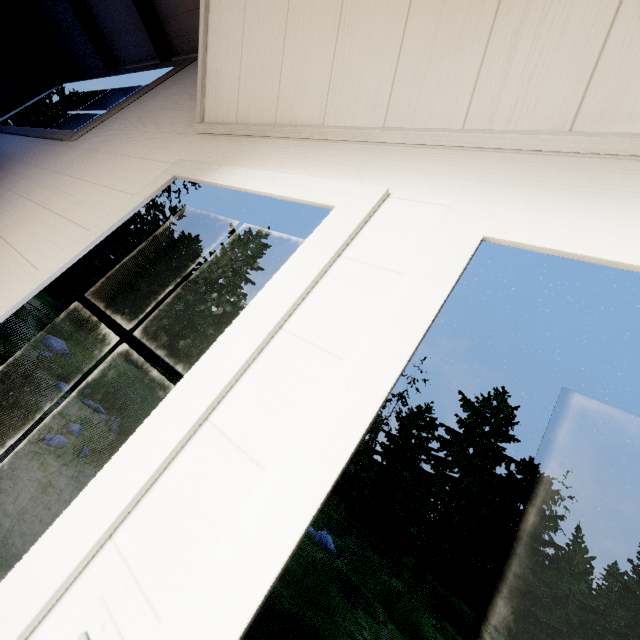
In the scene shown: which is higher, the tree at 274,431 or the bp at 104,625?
the tree at 274,431

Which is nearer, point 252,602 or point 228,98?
point 252,602

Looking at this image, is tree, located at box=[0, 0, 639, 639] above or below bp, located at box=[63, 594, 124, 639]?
above
